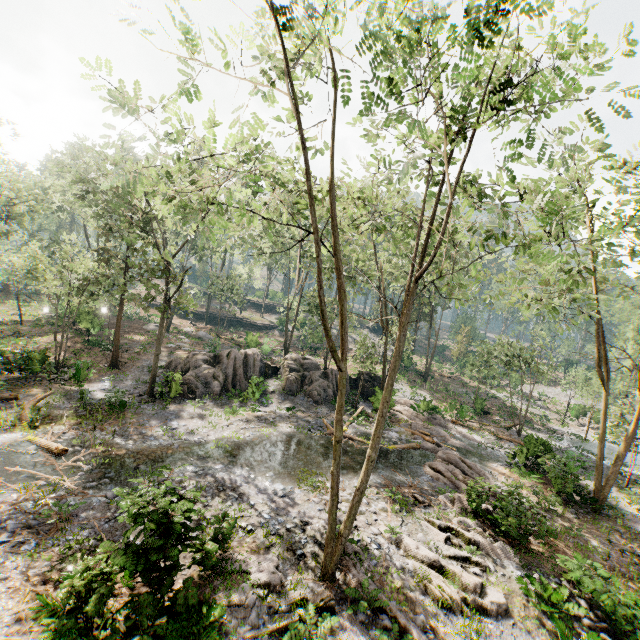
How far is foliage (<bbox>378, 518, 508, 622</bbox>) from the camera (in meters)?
9.87

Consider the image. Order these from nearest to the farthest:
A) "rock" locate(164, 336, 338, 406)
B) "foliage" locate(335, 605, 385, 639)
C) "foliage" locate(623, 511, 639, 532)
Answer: "foliage" locate(335, 605, 385, 639) → "foliage" locate(623, 511, 639, 532) → "rock" locate(164, 336, 338, 406)

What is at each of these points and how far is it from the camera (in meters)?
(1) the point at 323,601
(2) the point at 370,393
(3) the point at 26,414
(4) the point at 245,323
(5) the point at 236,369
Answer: (1) foliage, 8.98
(2) rock, 29.27
(3) foliage, 15.94
(4) ground embankment, 52.47
(5) rock, 25.47

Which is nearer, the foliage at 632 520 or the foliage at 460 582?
the foliage at 460 582

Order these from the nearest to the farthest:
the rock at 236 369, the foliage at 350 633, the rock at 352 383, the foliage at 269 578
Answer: the foliage at 350 633 < the foliage at 269 578 < the rock at 236 369 < the rock at 352 383

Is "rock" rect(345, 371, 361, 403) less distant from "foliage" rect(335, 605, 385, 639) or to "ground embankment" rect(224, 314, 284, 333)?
"foliage" rect(335, 605, 385, 639)

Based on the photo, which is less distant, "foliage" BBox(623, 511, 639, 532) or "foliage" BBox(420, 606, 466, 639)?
"foliage" BBox(420, 606, 466, 639)
